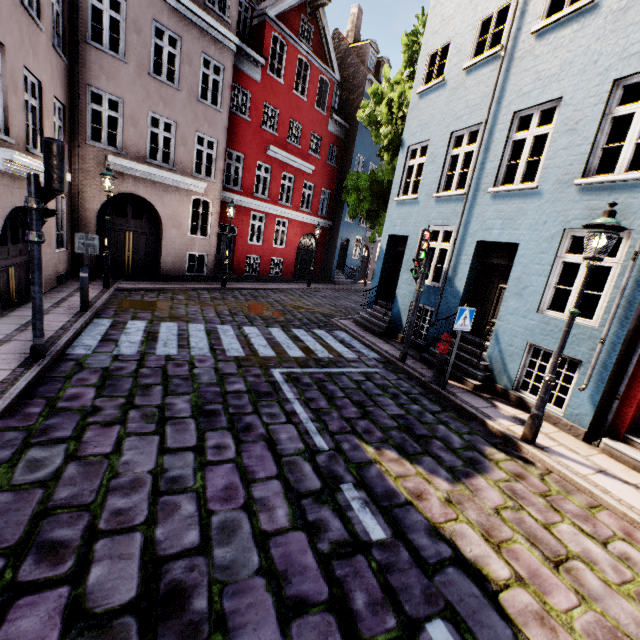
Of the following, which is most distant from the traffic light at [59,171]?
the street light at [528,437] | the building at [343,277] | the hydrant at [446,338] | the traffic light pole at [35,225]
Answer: the street light at [528,437]

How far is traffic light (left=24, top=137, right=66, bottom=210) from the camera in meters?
4.8 m

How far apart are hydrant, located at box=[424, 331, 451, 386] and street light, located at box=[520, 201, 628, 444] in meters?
2.0

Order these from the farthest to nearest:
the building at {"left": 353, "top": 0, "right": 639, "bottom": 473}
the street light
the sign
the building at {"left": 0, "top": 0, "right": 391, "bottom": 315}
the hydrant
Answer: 1. the building at {"left": 0, "top": 0, "right": 391, "bottom": 315}
2. the hydrant
3. the sign
4. the building at {"left": 353, "top": 0, "right": 639, "bottom": 473}
5. the street light

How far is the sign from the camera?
6.7m

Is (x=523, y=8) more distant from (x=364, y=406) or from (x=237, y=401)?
(x=237, y=401)

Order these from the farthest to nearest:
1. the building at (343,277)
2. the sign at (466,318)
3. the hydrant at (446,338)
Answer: the building at (343,277), the hydrant at (446,338), the sign at (466,318)

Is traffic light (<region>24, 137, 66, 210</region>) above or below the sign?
above
